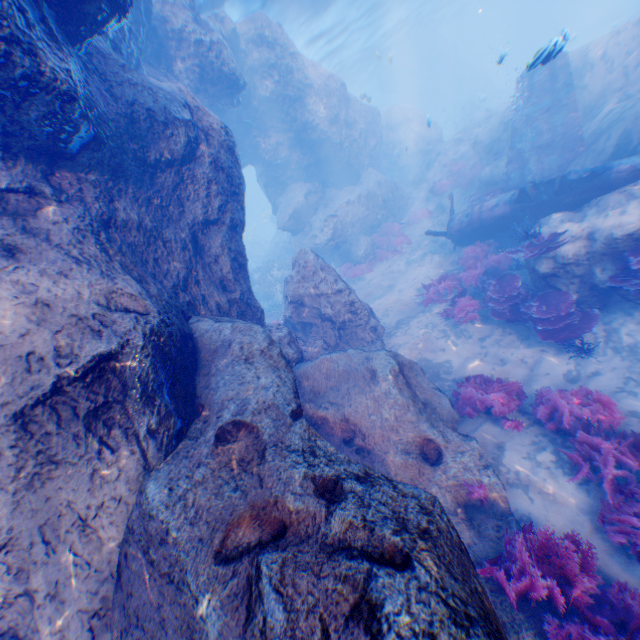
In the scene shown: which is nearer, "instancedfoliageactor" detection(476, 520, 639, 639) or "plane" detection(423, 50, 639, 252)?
"instancedfoliageactor" detection(476, 520, 639, 639)

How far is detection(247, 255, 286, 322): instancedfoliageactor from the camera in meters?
18.2 m

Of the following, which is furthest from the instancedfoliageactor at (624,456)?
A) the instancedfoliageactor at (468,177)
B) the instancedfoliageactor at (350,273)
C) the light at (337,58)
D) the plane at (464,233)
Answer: the instancedfoliageactor at (468,177)

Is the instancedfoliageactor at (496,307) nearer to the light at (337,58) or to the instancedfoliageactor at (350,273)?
the instancedfoliageactor at (350,273)

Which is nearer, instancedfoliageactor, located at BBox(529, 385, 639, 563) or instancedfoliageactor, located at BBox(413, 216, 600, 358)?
instancedfoliageactor, located at BBox(529, 385, 639, 563)

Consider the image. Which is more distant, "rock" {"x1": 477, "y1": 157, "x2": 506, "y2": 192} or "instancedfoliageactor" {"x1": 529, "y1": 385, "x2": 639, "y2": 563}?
"rock" {"x1": 477, "y1": 157, "x2": 506, "y2": 192}

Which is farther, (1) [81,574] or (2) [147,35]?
(2) [147,35]

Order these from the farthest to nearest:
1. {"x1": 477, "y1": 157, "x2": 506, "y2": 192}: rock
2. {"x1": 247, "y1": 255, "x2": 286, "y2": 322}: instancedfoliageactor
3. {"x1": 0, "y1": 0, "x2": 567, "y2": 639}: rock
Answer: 1. {"x1": 247, "y1": 255, "x2": 286, "y2": 322}: instancedfoliageactor
2. {"x1": 477, "y1": 157, "x2": 506, "y2": 192}: rock
3. {"x1": 0, "y1": 0, "x2": 567, "y2": 639}: rock
